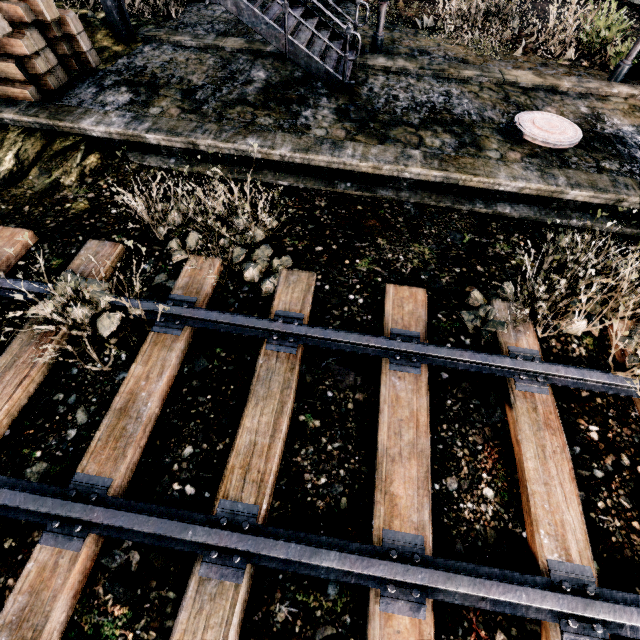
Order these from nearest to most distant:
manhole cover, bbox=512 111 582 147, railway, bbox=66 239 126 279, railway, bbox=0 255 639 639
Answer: railway, bbox=0 255 639 639
railway, bbox=66 239 126 279
manhole cover, bbox=512 111 582 147

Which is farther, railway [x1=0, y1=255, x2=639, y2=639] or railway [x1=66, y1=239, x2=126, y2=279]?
railway [x1=66, y1=239, x2=126, y2=279]

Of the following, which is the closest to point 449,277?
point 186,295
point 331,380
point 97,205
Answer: point 331,380

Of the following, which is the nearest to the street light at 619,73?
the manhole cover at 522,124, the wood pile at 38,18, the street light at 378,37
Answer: the manhole cover at 522,124

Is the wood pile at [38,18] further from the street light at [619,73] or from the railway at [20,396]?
the street light at [619,73]

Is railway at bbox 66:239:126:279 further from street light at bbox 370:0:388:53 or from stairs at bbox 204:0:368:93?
street light at bbox 370:0:388:53

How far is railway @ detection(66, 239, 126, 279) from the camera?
5.80m

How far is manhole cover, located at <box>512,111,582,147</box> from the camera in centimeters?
841cm
